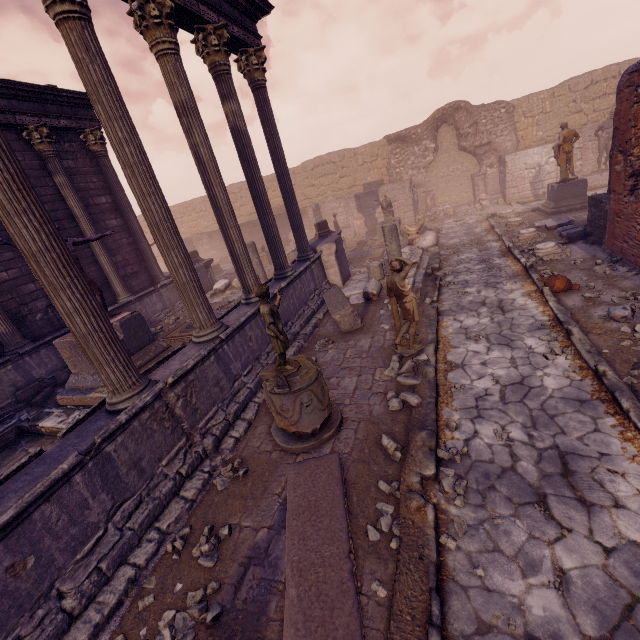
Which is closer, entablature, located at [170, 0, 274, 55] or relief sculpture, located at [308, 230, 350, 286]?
entablature, located at [170, 0, 274, 55]

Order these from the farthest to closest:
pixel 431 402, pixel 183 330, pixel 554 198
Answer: Answer:
pixel 554 198
pixel 183 330
pixel 431 402

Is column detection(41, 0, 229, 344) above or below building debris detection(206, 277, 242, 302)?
above

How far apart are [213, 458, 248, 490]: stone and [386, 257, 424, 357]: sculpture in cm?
360

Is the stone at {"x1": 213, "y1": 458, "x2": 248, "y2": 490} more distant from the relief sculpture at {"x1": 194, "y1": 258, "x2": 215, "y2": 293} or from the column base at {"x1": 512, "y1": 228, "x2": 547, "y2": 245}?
the column base at {"x1": 512, "y1": 228, "x2": 547, "y2": 245}

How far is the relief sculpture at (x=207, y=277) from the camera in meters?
14.0 m

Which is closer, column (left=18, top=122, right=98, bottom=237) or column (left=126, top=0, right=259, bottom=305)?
column (left=126, top=0, right=259, bottom=305)

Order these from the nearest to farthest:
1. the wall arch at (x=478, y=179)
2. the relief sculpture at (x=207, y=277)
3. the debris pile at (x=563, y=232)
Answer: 1. the debris pile at (x=563, y=232)
2. the relief sculpture at (x=207, y=277)
3. the wall arch at (x=478, y=179)
